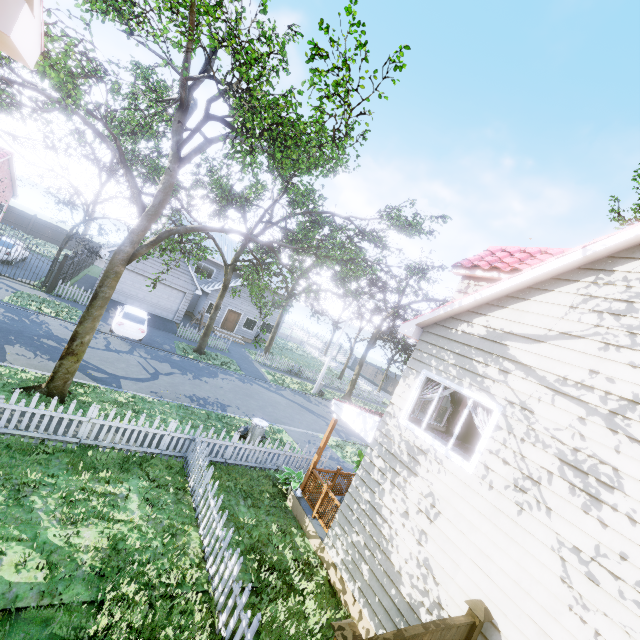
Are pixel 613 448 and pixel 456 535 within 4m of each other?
yes

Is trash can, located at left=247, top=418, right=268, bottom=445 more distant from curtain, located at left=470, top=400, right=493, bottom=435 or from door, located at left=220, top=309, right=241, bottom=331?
door, located at left=220, top=309, right=241, bottom=331

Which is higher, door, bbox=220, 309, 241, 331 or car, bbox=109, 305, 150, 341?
door, bbox=220, 309, 241, 331

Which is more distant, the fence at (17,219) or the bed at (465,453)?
the fence at (17,219)

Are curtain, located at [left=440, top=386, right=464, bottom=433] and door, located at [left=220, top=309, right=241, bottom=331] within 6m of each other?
no

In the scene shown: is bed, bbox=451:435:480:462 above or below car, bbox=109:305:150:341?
above

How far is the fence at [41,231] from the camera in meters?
35.6 m

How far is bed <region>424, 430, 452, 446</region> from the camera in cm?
814
